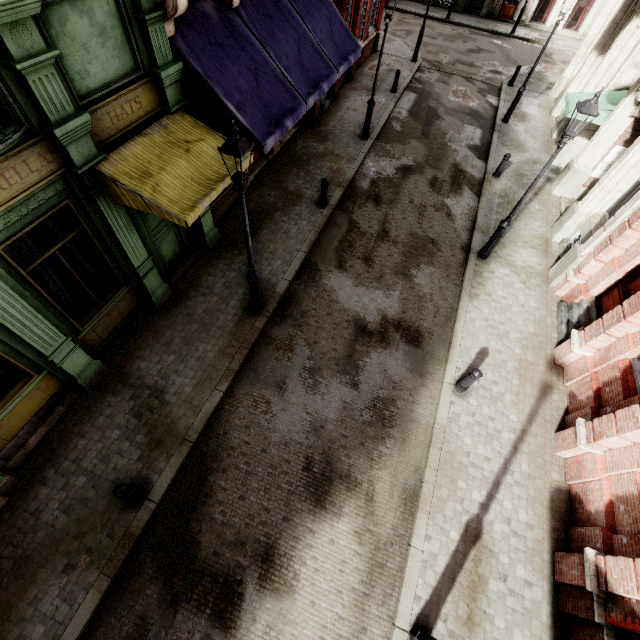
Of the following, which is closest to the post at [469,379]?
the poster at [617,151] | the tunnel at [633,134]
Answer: the tunnel at [633,134]

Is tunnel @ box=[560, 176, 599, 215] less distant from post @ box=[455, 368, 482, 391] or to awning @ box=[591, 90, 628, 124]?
awning @ box=[591, 90, 628, 124]

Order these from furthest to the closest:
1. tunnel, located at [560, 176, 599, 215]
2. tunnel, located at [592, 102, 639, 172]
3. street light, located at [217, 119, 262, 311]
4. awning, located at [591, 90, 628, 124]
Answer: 1. tunnel, located at [560, 176, 599, 215]
2. awning, located at [591, 90, 628, 124]
3. tunnel, located at [592, 102, 639, 172]
4. street light, located at [217, 119, 262, 311]

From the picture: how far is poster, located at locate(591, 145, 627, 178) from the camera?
11.20m

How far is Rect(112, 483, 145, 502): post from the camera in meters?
5.6 m

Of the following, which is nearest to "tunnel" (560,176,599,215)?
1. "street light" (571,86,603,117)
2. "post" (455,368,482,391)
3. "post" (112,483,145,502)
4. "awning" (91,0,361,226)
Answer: "street light" (571,86,603,117)

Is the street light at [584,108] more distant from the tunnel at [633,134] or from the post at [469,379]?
the post at [469,379]

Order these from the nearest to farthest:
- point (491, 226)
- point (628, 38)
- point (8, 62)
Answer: point (8, 62)
point (491, 226)
point (628, 38)
